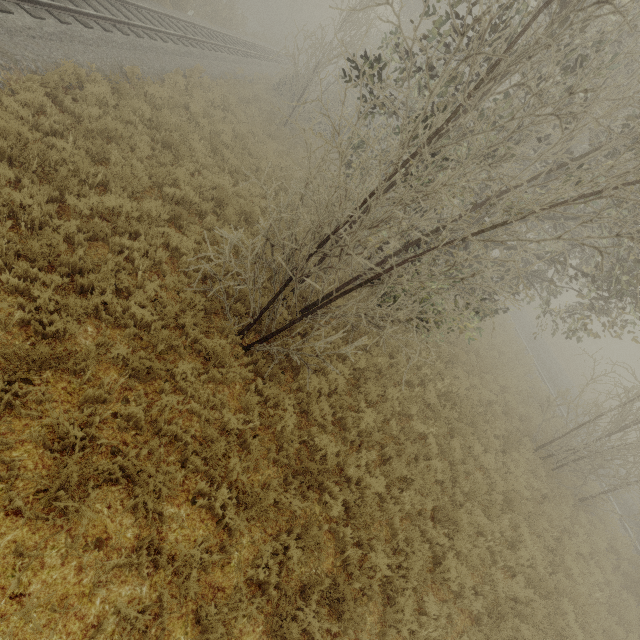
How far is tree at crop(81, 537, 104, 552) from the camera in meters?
3.7 m

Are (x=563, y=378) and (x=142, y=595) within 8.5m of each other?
no

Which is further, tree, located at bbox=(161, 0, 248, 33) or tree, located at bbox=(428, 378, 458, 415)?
tree, located at bbox=(161, 0, 248, 33)

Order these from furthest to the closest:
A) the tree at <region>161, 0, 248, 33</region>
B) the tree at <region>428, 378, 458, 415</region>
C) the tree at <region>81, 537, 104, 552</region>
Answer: the tree at <region>161, 0, 248, 33</region> < the tree at <region>428, 378, 458, 415</region> < the tree at <region>81, 537, 104, 552</region>

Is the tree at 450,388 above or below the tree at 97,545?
above

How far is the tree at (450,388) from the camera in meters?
10.2 m

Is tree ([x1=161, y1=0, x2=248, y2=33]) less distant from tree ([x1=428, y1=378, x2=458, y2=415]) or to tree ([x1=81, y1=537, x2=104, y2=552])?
tree ([x1=428, y1=378, x2=458, y2=415])

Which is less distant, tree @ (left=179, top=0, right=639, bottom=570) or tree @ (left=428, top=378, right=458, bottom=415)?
tree @ (left=179, top=0, right=639, bottom=570)
